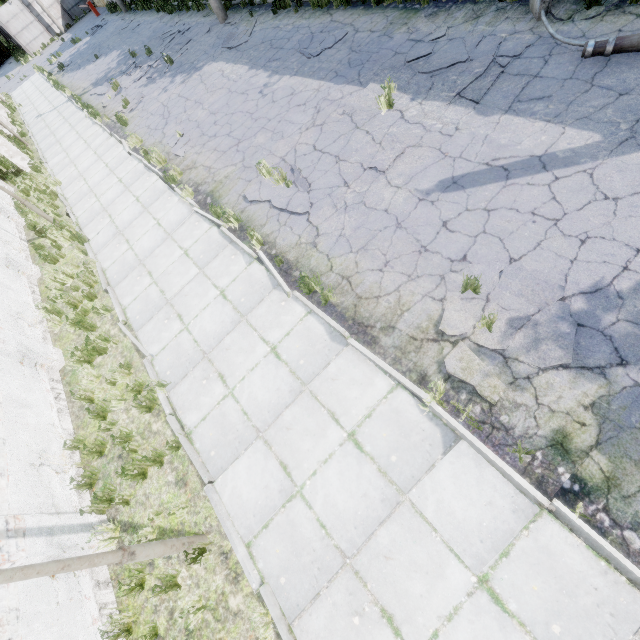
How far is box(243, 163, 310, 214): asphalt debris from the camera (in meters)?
6.97

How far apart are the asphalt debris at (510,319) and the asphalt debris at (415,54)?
4.0m

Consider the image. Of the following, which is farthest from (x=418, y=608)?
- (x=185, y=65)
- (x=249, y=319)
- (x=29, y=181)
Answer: (x=29, y=181)

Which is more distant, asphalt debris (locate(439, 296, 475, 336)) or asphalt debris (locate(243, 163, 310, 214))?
asphalt debris (locate(243, 163, 310, 214))

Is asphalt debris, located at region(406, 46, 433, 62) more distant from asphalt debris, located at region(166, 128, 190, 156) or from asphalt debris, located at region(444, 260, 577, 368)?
asphalt debris, located at region(166, 128, 190, 156)

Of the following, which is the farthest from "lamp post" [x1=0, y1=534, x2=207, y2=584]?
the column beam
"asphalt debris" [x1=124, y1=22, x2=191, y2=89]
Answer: "asphalt debris" [x1=124, y1=22, x2=191, y2=89]

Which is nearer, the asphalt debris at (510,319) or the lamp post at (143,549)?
the lamp post at (143,549)

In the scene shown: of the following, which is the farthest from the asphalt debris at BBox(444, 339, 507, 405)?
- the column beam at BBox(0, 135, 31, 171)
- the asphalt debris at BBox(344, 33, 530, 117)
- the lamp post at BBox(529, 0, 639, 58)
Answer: the column beam at BBox(0, 135, 31, 171)
